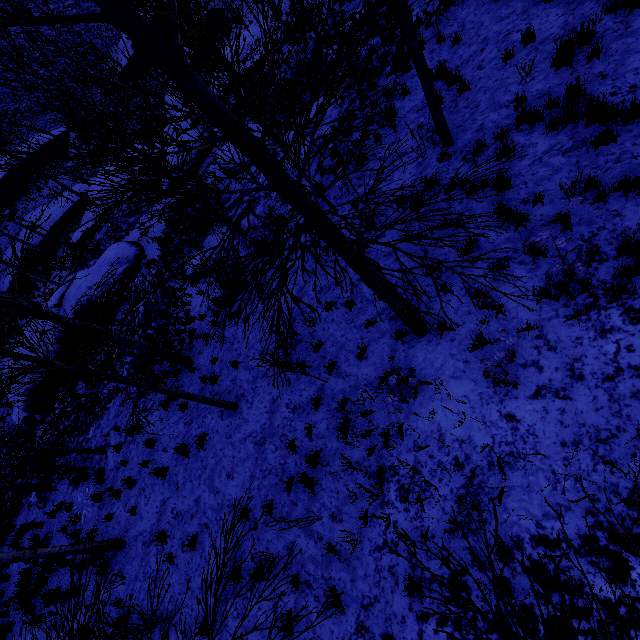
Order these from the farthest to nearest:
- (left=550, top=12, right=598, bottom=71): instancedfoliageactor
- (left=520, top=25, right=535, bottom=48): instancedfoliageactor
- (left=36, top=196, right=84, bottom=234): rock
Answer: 1. (left=36, top=196, right=84, bottom=234): rock
2. (left=520, top=25, right=535, bottom=48): instancedfoliageactor
3. (left=550, top=12, right=598, bottom=71): instancedfoliageactor

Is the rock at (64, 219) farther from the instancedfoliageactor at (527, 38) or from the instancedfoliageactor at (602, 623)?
the instancedfoliageactor at (602, 623)

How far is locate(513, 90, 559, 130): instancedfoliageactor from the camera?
6.0m

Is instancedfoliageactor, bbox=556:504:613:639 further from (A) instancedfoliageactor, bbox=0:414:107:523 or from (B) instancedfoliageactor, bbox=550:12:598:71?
Result: (A) instancedfoliageactor, bbox=0:414:107:523

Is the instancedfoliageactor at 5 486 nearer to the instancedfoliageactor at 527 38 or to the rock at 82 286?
the rock at 82 286

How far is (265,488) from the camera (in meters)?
6.85

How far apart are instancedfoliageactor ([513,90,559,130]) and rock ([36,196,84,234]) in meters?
40.3

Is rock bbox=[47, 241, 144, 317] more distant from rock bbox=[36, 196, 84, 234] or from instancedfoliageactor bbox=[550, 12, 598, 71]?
instancedfoliageactor bbox=[550, 12, 598, 71]
